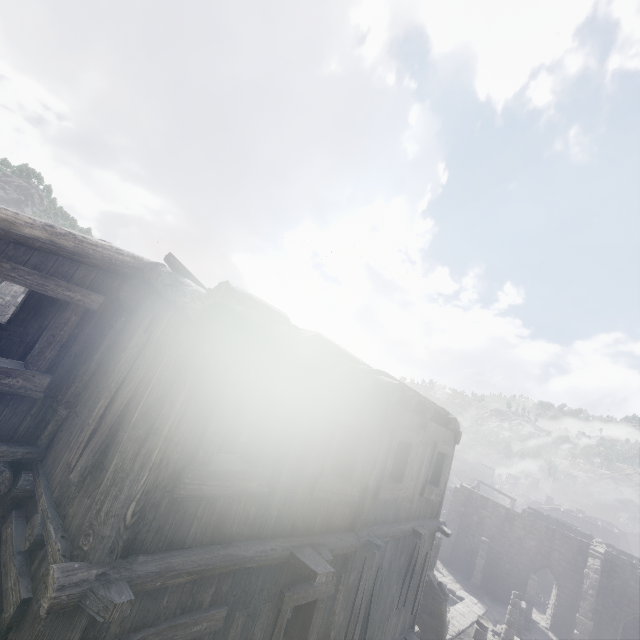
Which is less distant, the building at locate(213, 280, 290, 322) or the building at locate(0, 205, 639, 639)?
the building at locate(0, 205, 639, 639)

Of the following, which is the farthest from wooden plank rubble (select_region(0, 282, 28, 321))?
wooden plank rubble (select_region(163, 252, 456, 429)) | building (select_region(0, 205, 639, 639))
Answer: wooden plank rubble (select_region(163, 252, 456, 429))

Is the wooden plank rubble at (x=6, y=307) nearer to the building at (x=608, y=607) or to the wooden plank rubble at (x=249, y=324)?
the building at (x=608, y=607)

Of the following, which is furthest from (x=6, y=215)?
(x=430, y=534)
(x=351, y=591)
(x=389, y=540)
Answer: (x=430, y=534)

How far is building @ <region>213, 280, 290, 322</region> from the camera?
3.7 meters

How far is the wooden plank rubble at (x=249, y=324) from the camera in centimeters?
299cm

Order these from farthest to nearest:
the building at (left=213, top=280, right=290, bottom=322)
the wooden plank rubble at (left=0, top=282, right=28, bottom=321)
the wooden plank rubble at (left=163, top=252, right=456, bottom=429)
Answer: the wooden plank rubble at (left=0, top=282, right=28, bottom=321)
the building at (left=213, top=280, right=290, bottom=322)
the wooden plank rubble at (left=163, top=252, right=456, bottom=429)

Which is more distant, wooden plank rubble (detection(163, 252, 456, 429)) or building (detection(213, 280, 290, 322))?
building (detection(213, 280, 290, 322))
